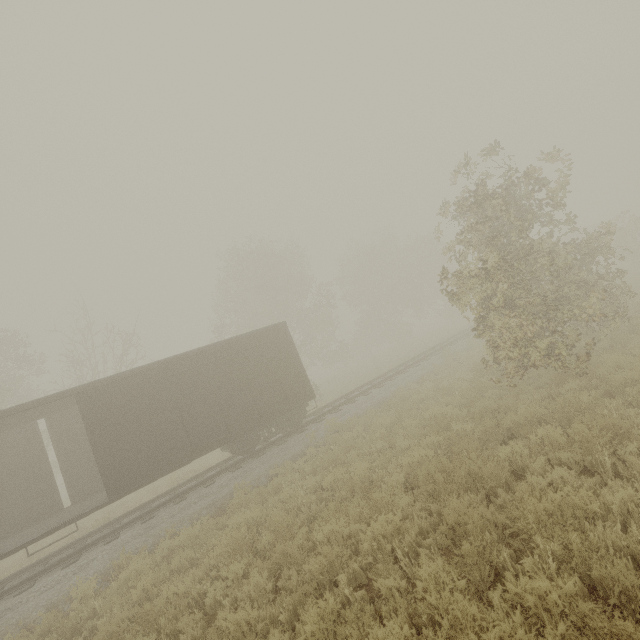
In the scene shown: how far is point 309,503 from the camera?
7.8 meters

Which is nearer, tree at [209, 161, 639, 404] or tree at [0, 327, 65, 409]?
tree at [209, 161, 639, 404]

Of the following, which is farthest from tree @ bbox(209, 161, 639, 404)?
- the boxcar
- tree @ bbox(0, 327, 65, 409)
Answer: the boxcar

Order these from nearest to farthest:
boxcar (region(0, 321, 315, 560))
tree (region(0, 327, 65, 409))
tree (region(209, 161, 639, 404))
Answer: tree (region(209, 161, 639, 404)), boxcar (region(0, 321, 315, 560)), tree (region(0, 327, 65, 409))

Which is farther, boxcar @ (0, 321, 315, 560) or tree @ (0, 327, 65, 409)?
tree @ (0, 327, 65, 409)

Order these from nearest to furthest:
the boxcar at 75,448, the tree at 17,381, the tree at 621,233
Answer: the tree at 621,233 → the boxcar at 75,448 → the tree at 17,381

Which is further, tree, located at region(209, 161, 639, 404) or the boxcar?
the boxcar

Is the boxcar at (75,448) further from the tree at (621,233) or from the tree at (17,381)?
the tree at (17,381)
